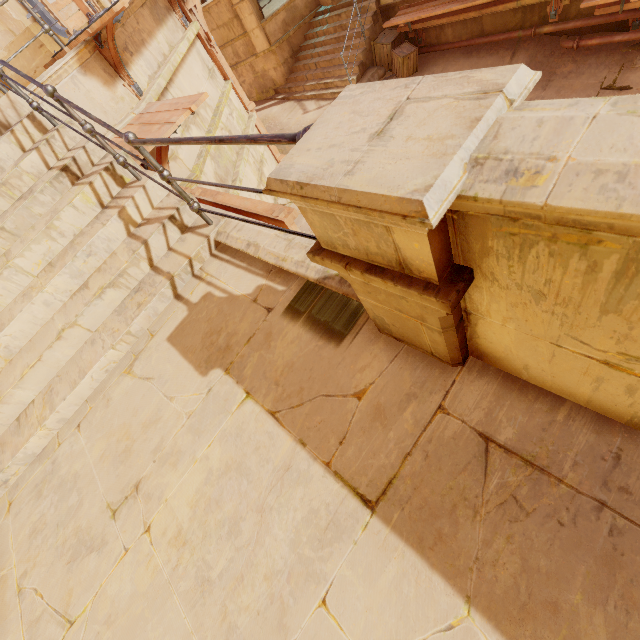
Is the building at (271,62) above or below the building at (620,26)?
above

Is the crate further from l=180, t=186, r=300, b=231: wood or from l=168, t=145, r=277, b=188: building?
l=180, t=186, r=300, b=231: wood

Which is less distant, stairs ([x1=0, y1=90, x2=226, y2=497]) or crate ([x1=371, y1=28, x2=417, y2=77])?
stairs ([x1=0, y1=90, x2=226, y2=497])

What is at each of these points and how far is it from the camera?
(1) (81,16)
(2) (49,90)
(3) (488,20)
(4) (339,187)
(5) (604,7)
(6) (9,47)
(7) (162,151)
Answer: (1) wood, 7.3 meters
(2) fence, 2.8 meters
(3) building, 8.5 meters
(4) column, 0.9 meters
(5) trim, 6.9 meters
(6) column, 5.9 meters
(7) wood, 4.3 meters

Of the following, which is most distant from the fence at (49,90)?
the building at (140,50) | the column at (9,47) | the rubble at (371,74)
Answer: the rubble at (371,74)

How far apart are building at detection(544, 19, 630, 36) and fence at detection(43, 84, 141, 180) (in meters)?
10.49

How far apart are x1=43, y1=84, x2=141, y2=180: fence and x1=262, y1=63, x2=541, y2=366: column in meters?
3.2

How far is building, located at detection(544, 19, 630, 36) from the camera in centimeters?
716cm
